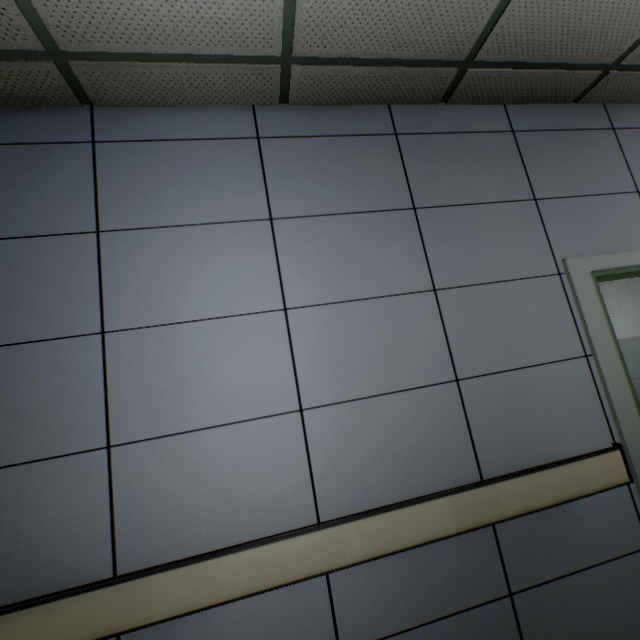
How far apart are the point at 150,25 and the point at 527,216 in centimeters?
214cm
